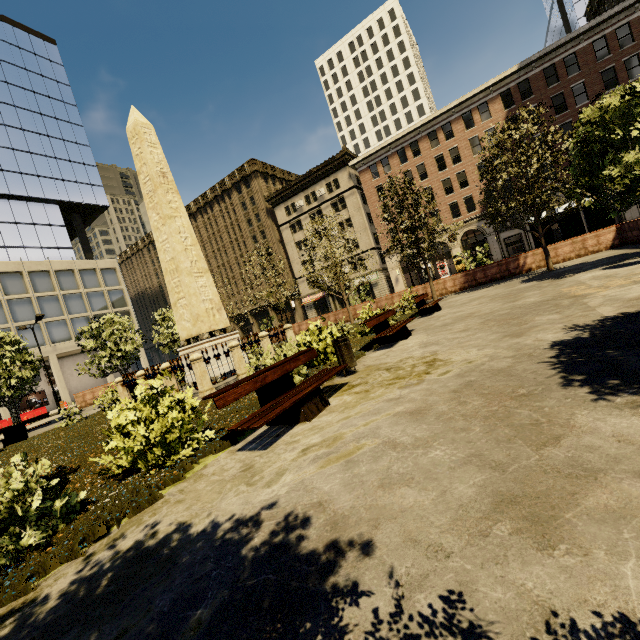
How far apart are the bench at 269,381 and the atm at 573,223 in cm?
1971

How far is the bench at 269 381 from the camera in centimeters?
445cm

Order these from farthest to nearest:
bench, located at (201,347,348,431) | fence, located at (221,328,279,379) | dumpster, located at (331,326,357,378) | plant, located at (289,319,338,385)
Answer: fence, located at (221,328,279,379) < plant, located at (289,319,338,385) < dumpster, located at (331,326,357,378) < bench, located at (201,347,348,431)

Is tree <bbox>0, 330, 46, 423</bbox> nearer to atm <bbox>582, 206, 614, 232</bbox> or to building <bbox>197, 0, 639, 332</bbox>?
building <bbox>197, 0, 639, 332</bbox>

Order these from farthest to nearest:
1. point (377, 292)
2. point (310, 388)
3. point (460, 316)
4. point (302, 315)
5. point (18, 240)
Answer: point (302, 315) → point (377, 292) → point (18, 240) → point (460, 316) → point (310, 388)

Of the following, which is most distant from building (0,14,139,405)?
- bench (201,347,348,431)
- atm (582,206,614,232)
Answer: bench (201,347,348,431)

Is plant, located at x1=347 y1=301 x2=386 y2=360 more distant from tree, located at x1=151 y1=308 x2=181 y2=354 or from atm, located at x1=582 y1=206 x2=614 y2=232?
atm, located at x1=582 y1=206 x2=614 y2=232

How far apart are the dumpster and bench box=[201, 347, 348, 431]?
0.5m
